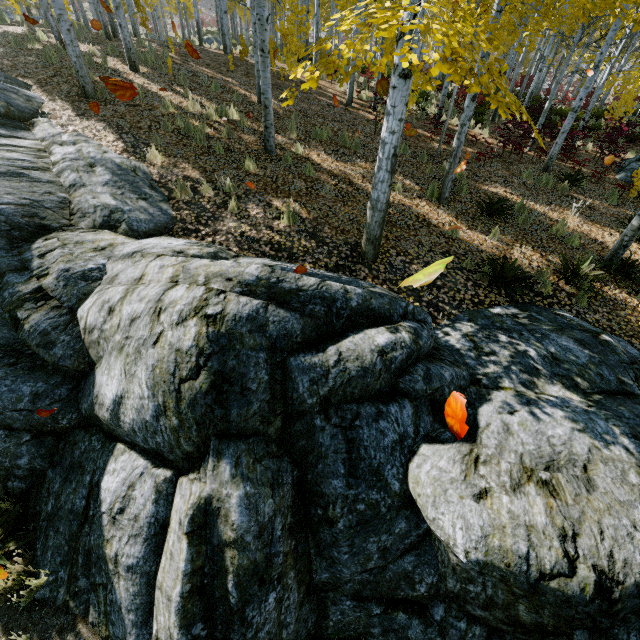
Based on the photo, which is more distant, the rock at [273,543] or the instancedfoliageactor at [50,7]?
the instancedfoliageactor at [50,7]

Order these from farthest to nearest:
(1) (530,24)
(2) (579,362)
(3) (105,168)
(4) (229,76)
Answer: (1) (530,24) < (4) (229,76) < (3) (105,168) < (2) (579,362)

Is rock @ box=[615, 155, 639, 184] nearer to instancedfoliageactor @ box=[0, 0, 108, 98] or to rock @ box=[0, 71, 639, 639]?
instancedfoliageactor @ box=[0, 0, 108, 98]

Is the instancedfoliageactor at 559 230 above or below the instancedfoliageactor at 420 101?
below

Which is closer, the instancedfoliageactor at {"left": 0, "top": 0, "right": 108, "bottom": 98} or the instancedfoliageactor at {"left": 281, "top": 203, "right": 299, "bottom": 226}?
the instancedfoliageactor at {"left": 281, "top": 203, "right": 299, "bottom": 226}

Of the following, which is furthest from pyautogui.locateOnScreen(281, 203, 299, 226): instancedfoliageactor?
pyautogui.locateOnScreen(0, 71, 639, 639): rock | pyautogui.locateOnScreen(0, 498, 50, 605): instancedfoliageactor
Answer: pyautogui.locateOnScreen(0, 498, 50, 605): instancedfoliageactor

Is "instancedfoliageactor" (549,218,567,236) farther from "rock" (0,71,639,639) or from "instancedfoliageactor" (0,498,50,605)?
"instancedfoliageactor" (0,498,50,605)
